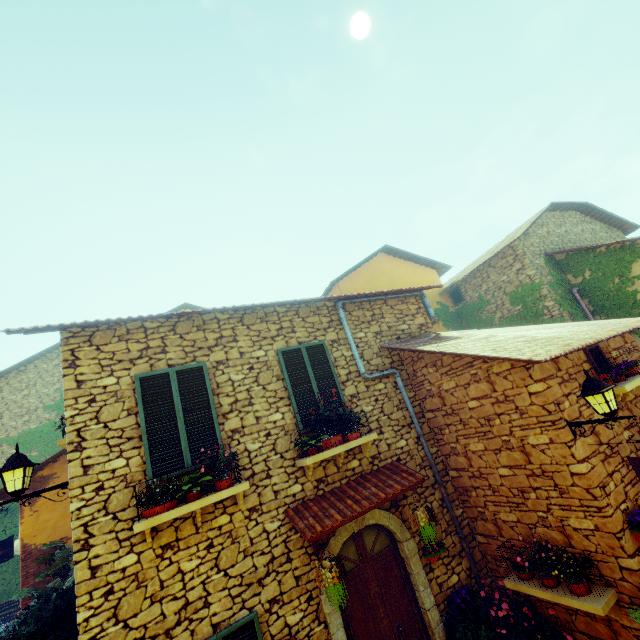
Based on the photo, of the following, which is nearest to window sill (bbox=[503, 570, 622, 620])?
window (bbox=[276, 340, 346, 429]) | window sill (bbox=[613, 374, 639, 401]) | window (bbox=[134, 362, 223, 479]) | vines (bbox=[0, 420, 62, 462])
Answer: window sill (bbox=[613, 374, 639, 401])

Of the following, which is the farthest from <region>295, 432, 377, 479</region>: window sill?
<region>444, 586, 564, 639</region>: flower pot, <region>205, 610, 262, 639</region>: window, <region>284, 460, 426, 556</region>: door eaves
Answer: <region>444, 586, 564, 639</region>: flower pot

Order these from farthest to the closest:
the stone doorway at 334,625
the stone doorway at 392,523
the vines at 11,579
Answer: the vines at 11,579 → the stone doorway at 392,523 → the stone doorway at 334,625

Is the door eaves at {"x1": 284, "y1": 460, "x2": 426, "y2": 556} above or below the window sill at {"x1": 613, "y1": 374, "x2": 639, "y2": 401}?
below

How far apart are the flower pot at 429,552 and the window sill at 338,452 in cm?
121

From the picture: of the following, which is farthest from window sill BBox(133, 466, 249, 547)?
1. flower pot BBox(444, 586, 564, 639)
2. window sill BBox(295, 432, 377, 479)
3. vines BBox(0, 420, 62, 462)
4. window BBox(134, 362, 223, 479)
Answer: vines BBox(0, 420, 62, 462)

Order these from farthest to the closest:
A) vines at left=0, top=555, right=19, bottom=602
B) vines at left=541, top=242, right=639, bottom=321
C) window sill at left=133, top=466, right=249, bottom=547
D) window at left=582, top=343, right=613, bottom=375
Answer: vines at left=0, top=555, right=19, bottom=602, vines at left=541, top=242, right=639, bottom=321, window at left=582, top=343, right=613, bottom=375, window sill at left=133, top=466, right=249, bottom=547

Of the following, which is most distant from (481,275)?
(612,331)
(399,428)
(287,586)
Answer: (287,586)
